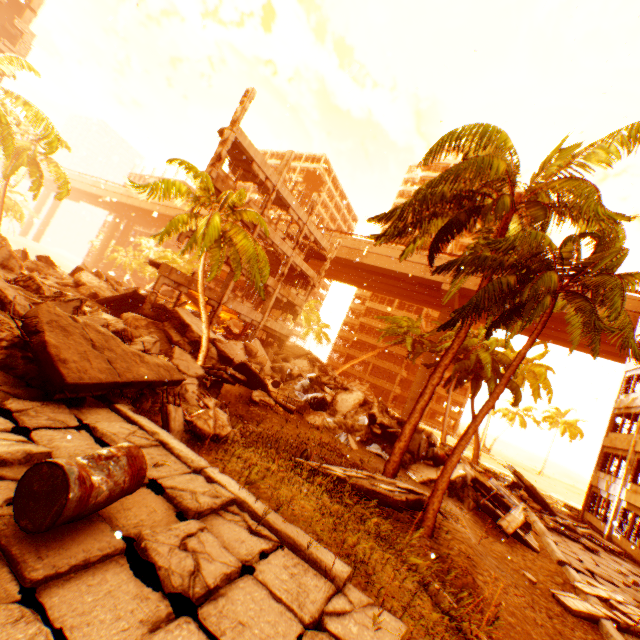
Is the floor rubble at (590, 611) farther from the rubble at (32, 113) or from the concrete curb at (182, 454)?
the concrete curb at (182, 454)

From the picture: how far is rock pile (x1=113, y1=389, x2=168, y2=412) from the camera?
6.9m

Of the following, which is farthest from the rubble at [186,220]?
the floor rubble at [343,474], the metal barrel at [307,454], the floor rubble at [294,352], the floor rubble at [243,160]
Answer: the floor rubble at [243,160]

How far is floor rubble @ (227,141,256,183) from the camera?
20.5m

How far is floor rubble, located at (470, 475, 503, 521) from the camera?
12.2 meters

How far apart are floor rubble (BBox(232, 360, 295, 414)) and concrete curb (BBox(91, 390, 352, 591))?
7.76m

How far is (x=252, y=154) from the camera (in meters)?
20.30

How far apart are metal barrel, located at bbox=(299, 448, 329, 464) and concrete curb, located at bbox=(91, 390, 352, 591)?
3.1 meters
